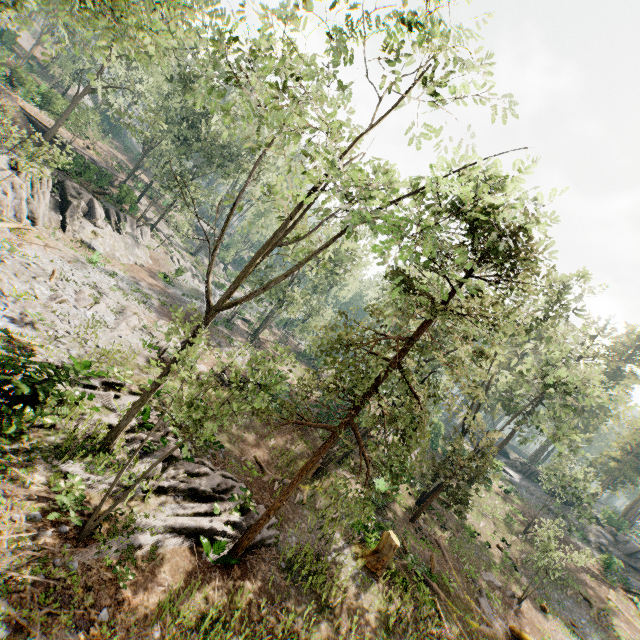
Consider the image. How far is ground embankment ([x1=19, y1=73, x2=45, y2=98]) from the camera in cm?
3577

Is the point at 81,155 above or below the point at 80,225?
above

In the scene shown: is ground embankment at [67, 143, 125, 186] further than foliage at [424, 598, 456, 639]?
Yes

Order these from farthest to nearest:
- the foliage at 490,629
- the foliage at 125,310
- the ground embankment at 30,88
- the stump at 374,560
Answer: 1. the ground embankment at 30,88
2. the foliage at 125,310
3. the foliage at 490,629
4. the stump at 374,560

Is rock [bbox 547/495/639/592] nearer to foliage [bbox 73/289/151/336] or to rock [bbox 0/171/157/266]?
foliage [bbox 73/289/151/336]

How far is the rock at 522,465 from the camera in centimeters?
4889cm

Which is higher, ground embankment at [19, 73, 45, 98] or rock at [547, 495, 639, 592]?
rock at [547, 495, 639, 592]

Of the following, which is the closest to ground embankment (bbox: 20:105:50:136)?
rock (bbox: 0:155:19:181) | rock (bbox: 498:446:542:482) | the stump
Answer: rock (bbox: 0:155:19:181)
